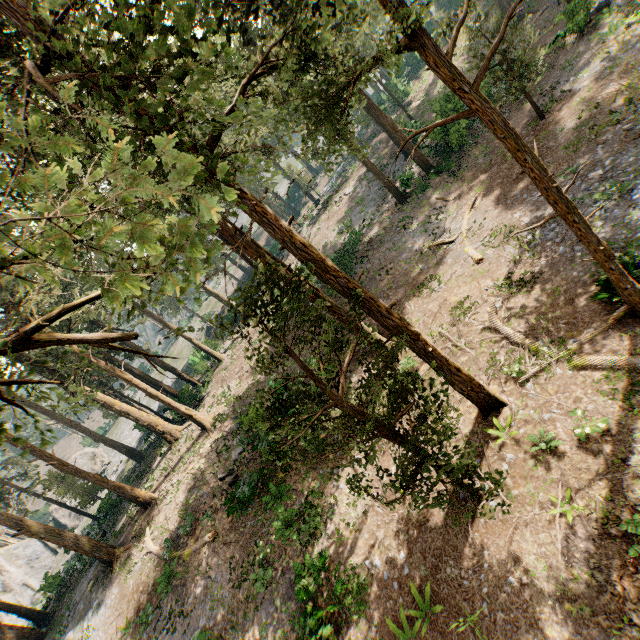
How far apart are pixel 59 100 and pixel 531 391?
13.07m

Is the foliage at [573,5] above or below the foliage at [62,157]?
below

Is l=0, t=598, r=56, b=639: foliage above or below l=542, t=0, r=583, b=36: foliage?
above

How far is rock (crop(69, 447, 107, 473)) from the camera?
50.4m

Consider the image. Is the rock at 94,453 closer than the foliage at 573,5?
No

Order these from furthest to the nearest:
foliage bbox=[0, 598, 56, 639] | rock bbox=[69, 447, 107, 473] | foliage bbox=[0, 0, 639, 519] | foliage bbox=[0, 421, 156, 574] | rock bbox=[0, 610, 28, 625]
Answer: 1. rock bbox=[69, 447, 107, 473]
2. rock bbox=[0, 610, 28, 625]
3. foliage bbox=[0, 598, 56, 639]
4. foliage bbox=[0, 421, 156, 574]
5. foliage bbox=[0, 0, 639, 519]

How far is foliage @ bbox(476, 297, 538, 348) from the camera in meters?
12.1 m
